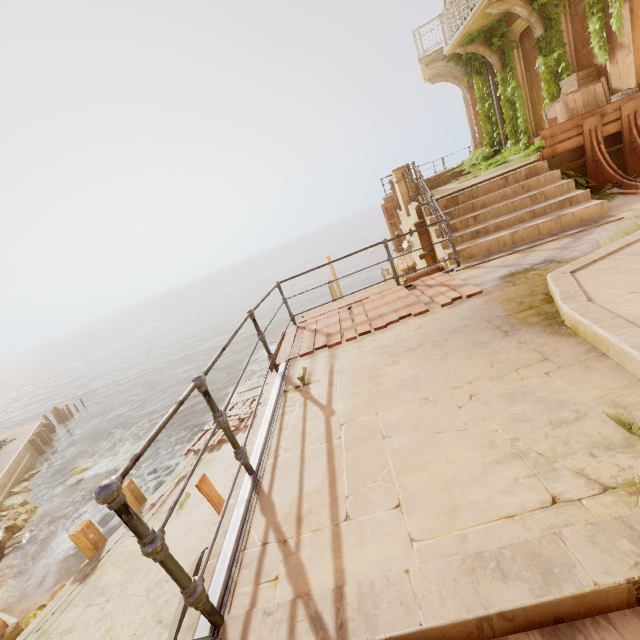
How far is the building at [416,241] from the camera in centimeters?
829cm

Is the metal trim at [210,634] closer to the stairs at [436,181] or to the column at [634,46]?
the column at [634,46]

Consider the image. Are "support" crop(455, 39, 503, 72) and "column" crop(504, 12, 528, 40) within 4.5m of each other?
yes

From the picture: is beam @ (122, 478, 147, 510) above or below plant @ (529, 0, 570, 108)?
below

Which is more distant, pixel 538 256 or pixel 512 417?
pixel 538 256

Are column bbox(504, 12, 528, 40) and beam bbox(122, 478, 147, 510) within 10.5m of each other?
no

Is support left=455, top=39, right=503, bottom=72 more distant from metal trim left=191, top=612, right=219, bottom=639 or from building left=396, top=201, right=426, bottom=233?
metal trim left=191, top=612, right=219, bottom=639

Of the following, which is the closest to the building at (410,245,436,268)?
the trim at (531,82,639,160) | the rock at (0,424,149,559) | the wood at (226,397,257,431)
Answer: the trim at (531,82,639,160)
